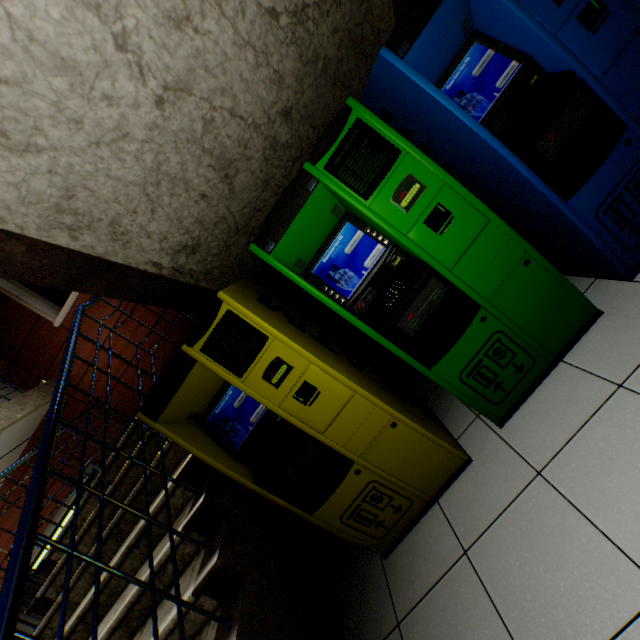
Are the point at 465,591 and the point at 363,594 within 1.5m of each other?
yes

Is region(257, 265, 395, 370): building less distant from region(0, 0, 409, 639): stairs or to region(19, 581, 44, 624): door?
region(0, 0, 409, 639): stairs

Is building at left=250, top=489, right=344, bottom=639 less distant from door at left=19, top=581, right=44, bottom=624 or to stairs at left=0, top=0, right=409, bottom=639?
stairs at left=0, top=0, right=409, bottom=639

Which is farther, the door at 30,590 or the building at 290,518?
the door at 30,590

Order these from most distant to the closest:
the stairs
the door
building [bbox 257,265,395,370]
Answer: the door, building [bbox 257,265,395,370], the stairs

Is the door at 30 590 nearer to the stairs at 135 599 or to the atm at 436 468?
the stairs at 135 599

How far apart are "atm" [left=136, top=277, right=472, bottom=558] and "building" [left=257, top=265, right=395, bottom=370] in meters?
0.8

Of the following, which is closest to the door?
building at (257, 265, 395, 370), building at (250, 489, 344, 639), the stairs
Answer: the stairs
